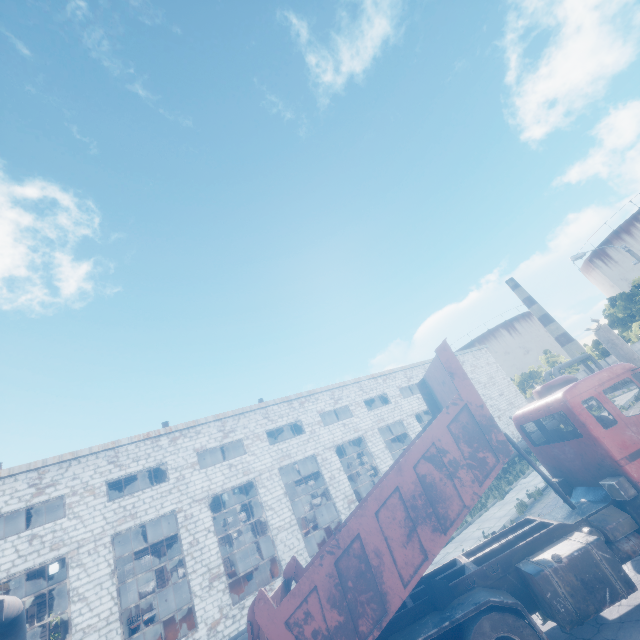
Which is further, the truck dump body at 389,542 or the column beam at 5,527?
the column beam at 5,527

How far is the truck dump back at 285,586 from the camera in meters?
7.3 m

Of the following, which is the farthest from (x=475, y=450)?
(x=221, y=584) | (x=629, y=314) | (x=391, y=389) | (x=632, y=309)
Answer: (x=629, y=314)

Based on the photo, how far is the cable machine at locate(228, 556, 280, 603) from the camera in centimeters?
1823cm

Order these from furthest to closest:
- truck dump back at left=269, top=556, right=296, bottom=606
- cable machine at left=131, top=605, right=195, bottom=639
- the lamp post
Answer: cable machine at left=131, top=605, right=195, bottom=639, the lamp post, truck dump back at left=269, top=556, right=296, bottom=606

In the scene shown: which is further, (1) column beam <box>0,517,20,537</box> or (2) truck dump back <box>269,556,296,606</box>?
(1) column beam <box>0,517,20,537</box>

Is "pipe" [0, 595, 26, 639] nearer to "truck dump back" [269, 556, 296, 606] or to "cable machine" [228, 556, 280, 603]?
"cable machine" [228, 556, 280, 603]

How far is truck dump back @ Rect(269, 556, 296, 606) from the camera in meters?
Result: 7.3 m
